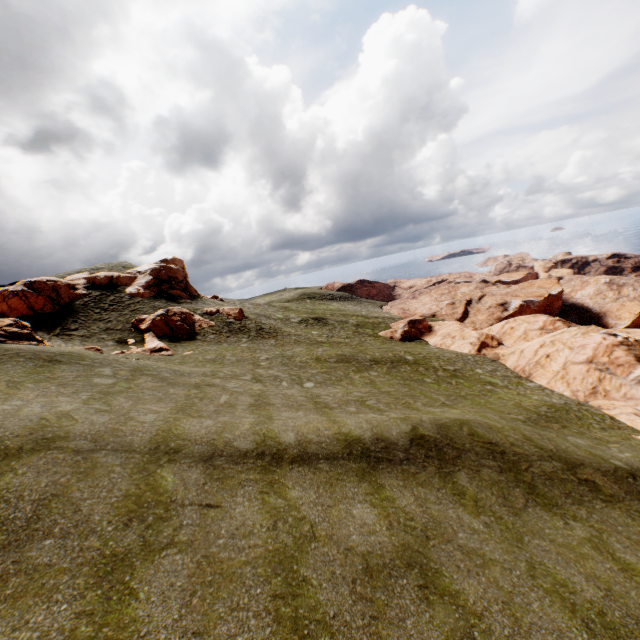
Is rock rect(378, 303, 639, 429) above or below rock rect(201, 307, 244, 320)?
below

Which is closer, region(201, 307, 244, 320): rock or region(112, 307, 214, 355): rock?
region(112, 307, 214, 355): rock

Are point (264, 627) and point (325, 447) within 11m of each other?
yes

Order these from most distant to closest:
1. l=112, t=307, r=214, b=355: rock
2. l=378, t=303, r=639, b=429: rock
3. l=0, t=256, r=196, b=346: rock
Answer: l=112, t=307, r=214, b=355: rock, l=378, t=303, r=639, b=429: rock, l=0, t=256, r=196, b=346: rock

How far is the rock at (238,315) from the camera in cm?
4025

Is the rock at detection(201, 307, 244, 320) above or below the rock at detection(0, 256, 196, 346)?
below

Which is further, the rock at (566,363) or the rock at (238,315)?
the rock at (238,315)

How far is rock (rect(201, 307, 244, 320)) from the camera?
40.25m
